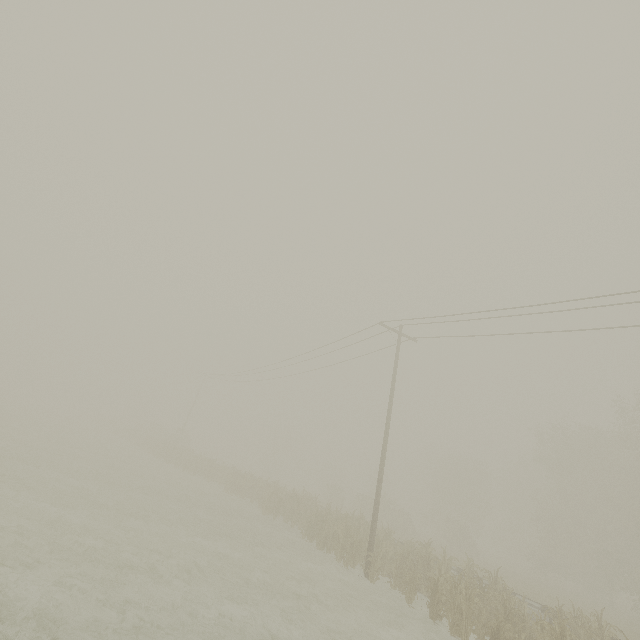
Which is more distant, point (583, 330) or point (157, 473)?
point (157, 473)
